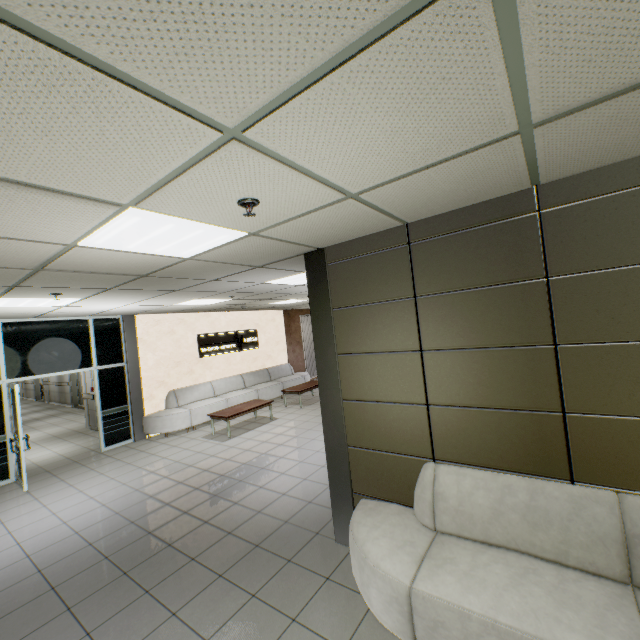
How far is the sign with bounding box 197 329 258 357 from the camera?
10.1 meters

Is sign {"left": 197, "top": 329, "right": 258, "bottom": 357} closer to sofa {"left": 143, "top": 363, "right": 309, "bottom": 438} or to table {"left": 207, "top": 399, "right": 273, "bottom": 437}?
sofa {"left": 143, "top": 363, "right": 309, "bottom": 438}

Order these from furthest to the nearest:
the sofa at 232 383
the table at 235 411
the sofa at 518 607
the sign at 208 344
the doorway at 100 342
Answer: the sign at 208 344 < the sofa at 232 383 < the table at 235 411 < the doorway at 100 342 < the sofa at 518 607

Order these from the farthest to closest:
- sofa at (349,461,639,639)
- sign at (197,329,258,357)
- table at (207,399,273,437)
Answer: sign at (197,329,258,357), table at (207,399,273,437), sofa at (349,461,639,639)

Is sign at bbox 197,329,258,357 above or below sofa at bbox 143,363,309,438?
above

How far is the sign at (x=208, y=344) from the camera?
10.1m

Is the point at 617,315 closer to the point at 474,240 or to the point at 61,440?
the point at 474,240

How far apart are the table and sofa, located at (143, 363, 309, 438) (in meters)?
0.77
